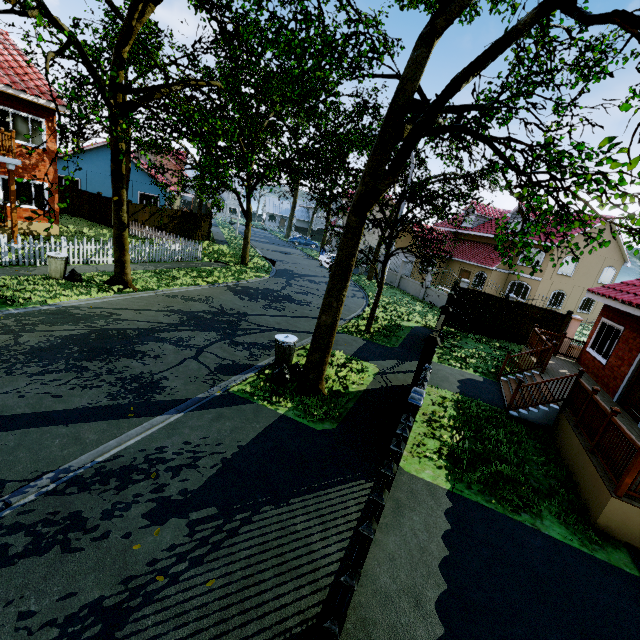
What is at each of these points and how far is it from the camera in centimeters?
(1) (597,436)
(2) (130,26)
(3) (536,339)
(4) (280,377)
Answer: (1) wooden rail, 657cm
(2) tree, 968cm
(3) wooden rail, 1316cm
(4) trash bag, 838cm

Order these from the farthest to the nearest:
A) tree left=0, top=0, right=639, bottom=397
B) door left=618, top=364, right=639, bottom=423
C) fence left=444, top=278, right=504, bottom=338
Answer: fence left=444, top=278, right=504, bottom=338 → door left=618, top=364, right=639, bottom=423 → tree left=0, top=0, right=639, bottom=397

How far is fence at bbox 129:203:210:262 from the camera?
17.8 meters

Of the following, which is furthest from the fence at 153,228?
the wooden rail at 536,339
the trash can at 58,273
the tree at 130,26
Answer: the wooden rail at 536,339

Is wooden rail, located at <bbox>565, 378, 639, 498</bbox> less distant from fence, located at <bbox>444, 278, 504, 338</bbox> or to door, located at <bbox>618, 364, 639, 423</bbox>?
door, located at <bbox>618, 364, 639, 423</bbox>

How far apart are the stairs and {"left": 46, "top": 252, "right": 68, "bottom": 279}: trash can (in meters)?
15.88

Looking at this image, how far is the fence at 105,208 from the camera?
23.8 meters

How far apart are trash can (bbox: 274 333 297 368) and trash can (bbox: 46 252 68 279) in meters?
9.1 m
